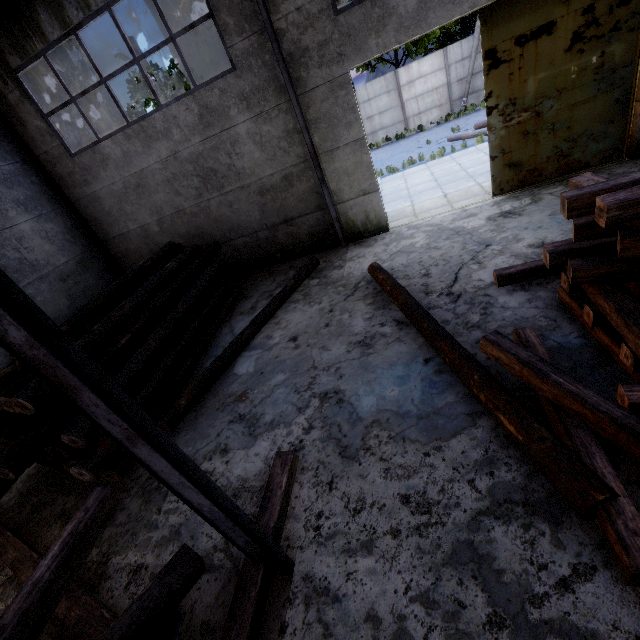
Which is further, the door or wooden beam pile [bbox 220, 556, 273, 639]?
the door

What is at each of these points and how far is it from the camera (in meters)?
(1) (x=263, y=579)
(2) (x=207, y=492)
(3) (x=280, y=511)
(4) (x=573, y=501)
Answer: (1) wooden beam pile, 2.93
(2) roof support, 2.30
(3) wooden beam pile, 3.43
(4) log, 2.60

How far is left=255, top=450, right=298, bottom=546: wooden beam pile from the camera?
3.3 meters

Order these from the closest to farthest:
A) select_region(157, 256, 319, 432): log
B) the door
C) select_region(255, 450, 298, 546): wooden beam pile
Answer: select_region(255, 450, 298, 546): wooden beam pile → select_region(157, 256, 319, 432): log → the door

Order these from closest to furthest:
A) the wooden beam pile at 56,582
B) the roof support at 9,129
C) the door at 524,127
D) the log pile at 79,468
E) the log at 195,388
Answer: the wooden beam pile at 56,582, the log pile at 79,468, the log at 195,388, the door at 524,127, the roof support at 9,129

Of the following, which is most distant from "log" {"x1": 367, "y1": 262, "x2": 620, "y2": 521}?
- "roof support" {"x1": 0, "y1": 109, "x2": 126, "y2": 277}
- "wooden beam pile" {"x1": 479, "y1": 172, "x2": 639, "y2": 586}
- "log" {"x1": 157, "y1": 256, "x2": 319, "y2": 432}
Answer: "roof support" {"x1": 0, "y1": 109, "x2": 126, "y2": 277}

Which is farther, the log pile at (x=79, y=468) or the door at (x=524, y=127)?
the door at (x=524, y=127)

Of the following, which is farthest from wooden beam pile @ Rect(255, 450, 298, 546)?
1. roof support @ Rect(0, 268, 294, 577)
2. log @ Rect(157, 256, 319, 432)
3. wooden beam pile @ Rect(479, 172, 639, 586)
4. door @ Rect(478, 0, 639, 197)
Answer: door @ Rect(478, 0, 639, 197)
